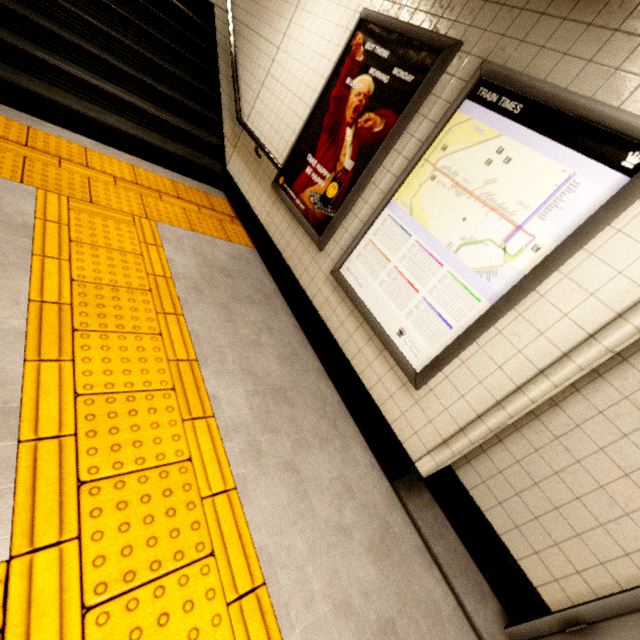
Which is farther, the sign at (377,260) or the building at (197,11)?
the building at (197,11)

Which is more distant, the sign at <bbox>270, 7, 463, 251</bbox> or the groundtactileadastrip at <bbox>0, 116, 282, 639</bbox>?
the sign at <bbox>270, 7, 463, 251</bbox>

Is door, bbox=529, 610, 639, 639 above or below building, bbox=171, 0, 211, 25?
below

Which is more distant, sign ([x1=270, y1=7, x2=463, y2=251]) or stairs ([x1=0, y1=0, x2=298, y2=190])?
stairs ([x1=0, y1=0, x2=298, y2=190])

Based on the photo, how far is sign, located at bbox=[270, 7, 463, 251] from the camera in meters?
2.4 m

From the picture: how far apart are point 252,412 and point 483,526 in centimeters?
186cm

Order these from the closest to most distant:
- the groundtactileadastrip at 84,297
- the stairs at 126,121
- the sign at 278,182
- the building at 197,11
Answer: the groundtactileadastrip at 84,297 < the sign at 278,182 < the stairs at 126,121 < the building at 197,11

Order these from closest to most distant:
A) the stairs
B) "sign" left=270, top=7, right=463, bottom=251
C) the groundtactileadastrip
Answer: the groundtactileadastrip < "sign" left=270, top=7, right=463, bottom=251 < the stairs
